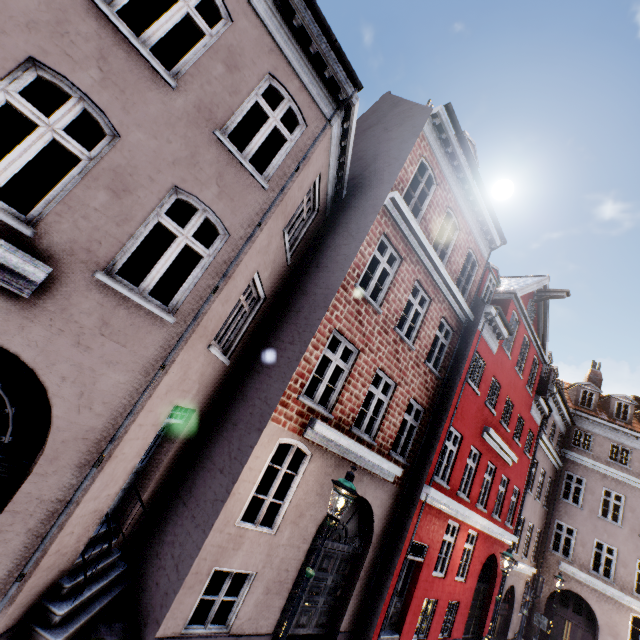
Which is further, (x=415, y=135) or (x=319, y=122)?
(x=415, y=135)
